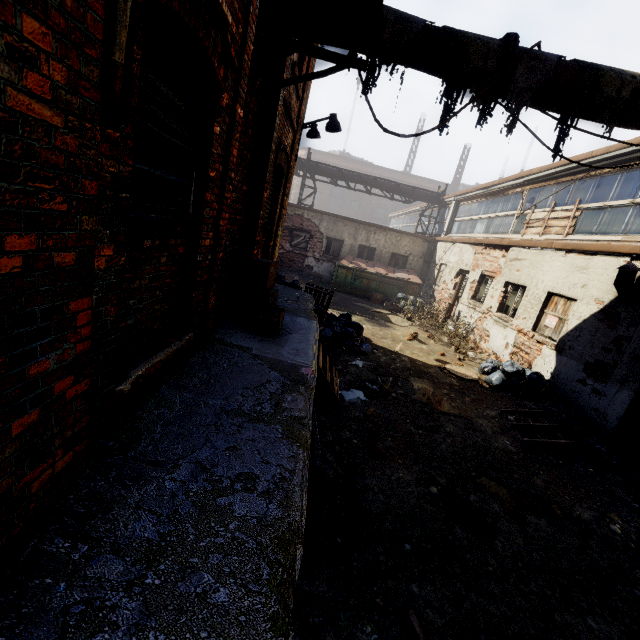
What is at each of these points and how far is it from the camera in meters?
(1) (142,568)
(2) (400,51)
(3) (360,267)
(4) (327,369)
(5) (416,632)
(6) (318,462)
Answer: (1) building, 1.6 m
(2) pipe, 4.1 m
(3) trash container, 16.1 m
(4) pallet, 6.0 m
(5) pallet, 2.4 m
(6) pallet, 3.5 m

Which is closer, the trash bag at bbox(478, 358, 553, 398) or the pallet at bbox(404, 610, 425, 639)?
the pallet at bbox(404, 610, 425, 639)

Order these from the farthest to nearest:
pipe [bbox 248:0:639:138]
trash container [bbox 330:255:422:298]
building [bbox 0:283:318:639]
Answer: trash container [bbox 330:255:422:298]
pipe [bbox 248:0:639:138]
building [bbox 0:283:318:639]

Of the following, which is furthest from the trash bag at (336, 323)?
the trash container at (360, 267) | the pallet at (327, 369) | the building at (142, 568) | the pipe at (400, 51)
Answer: the pipe at (400, 51)

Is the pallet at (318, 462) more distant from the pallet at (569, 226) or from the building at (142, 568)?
the pallet at (569, 226)

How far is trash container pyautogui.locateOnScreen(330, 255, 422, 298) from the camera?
16.11m

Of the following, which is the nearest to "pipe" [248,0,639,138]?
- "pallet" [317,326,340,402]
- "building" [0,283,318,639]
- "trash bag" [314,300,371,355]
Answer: "building" [0,283,318,639]

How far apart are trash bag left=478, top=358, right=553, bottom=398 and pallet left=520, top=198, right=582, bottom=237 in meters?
3.7 m
